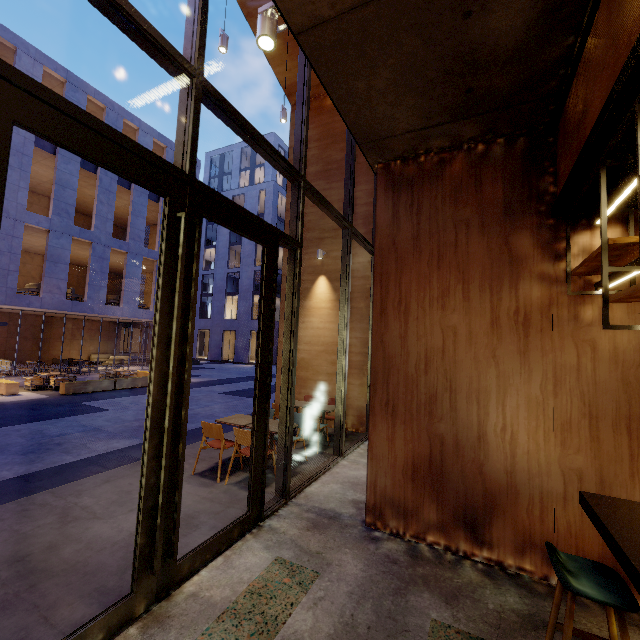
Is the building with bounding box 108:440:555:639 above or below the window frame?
below

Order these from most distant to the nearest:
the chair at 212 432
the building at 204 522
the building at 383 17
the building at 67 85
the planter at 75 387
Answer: the building at 67 85, the planter at 75 387, the chair at 212 432, the building at 204 522, the building at 383 17

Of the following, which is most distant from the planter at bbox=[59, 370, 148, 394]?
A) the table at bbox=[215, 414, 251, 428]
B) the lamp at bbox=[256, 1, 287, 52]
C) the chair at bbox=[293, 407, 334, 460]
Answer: the lamp at bbox=[256, 1, 287, 52]

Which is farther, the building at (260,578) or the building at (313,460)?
the building at (313,460)

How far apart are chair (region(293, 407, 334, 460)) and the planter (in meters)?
12.02

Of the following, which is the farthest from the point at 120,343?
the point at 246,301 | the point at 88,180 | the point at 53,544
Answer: the point at 53,544

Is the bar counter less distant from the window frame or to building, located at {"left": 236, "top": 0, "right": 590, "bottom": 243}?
building, located at {"left": 236, "top": 0, "right": 590, "bottom": 243}

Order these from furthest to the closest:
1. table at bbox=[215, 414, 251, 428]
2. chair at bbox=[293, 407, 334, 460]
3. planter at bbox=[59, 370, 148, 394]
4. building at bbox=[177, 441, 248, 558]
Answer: planter at bbox=[59, 370, 148, 394] < chair at bbox=[293, 407, 334, 460] < table at bbox=[215, 414, 251, 428] < building at bbox=[177, 441, 248, 558]
